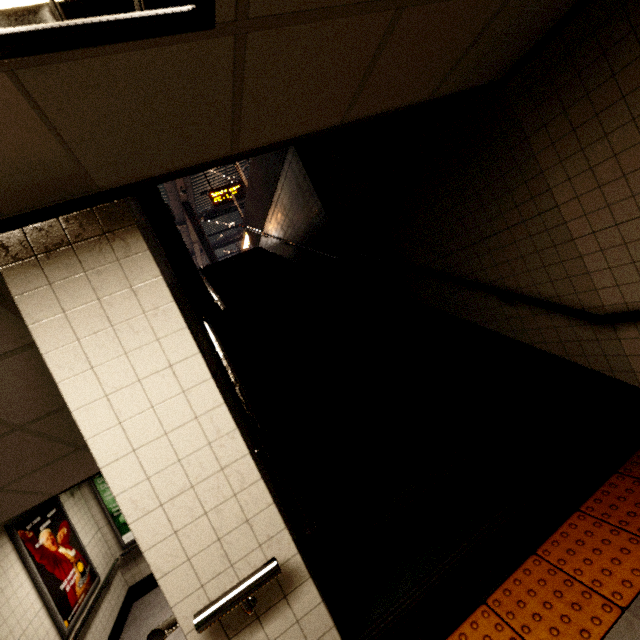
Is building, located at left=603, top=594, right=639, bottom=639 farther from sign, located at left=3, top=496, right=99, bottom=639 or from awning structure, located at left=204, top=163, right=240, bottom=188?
sign, located at left=3, top=496, right=99, bottom=639

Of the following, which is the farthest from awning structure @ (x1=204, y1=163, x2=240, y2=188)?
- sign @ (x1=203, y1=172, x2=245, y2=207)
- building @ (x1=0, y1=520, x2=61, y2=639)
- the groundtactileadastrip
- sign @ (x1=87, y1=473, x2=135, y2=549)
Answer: sign @ (x1=87, y1=473, x2=135, y2=549)

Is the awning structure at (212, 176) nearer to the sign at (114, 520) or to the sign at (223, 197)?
the sign at (223, 197)

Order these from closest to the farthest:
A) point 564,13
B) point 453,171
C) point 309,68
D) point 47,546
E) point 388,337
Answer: point 309,68, point 564,13, point 453,171, point 388,337, point 47,546

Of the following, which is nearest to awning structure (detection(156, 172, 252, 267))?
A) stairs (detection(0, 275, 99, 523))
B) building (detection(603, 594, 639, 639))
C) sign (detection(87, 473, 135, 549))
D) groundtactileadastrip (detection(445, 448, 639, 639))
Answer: building (detection(603, 594, 639, 639))

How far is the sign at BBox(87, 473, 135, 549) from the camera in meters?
6.3

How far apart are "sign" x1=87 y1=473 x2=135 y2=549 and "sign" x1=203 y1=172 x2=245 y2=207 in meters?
7.9

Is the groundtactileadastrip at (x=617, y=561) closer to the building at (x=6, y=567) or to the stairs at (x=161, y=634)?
the stairs at (x=161, y=634)
